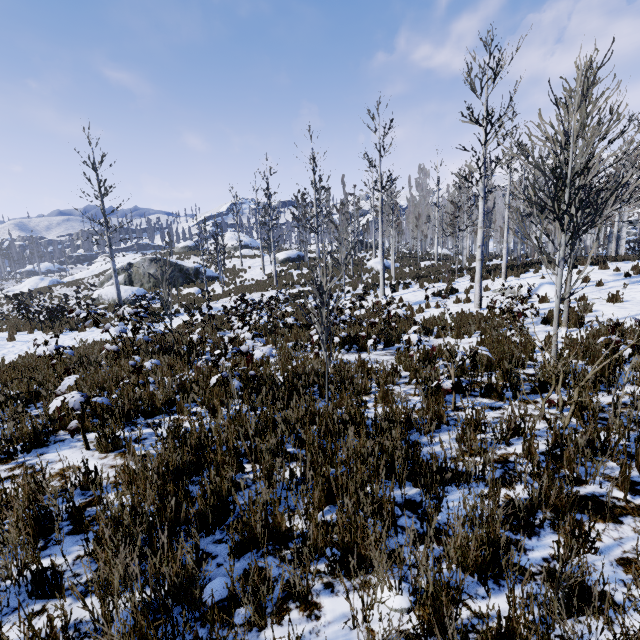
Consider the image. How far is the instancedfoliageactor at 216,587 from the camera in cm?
185

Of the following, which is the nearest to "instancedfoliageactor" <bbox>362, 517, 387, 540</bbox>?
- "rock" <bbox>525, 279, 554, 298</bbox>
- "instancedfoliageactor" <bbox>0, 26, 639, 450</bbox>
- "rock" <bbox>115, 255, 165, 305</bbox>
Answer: "rock" <bbox>525, 279, 554, 298</bbox>

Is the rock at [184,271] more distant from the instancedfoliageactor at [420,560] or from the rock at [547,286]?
the rock at [547,286]

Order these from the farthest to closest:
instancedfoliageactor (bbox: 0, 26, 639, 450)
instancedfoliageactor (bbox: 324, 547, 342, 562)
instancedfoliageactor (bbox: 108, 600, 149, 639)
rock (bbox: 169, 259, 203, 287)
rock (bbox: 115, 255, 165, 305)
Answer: rock (bbox: 169, 259, 203, 287) < rock (bbox: 115, 255, 165, 305) < instancedfoliageactor (bbox: 0, 26, 639, 450) < instancedfoliageactor (bbox: 324, 547, 342, 562) < instancedfoliageactor (bbox: 108, 600, 149, 639)

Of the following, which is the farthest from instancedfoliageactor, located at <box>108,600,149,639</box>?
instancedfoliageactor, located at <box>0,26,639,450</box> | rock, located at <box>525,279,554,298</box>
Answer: instancedfoliageactor, located at <box>0,26,639,450</box>

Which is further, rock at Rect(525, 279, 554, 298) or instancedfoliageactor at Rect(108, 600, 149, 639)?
rock at Rect(525, 279, 554, 298)

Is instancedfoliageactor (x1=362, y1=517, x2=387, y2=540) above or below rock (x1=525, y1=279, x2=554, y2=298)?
below

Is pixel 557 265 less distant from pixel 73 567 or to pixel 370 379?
pixel 370 379
